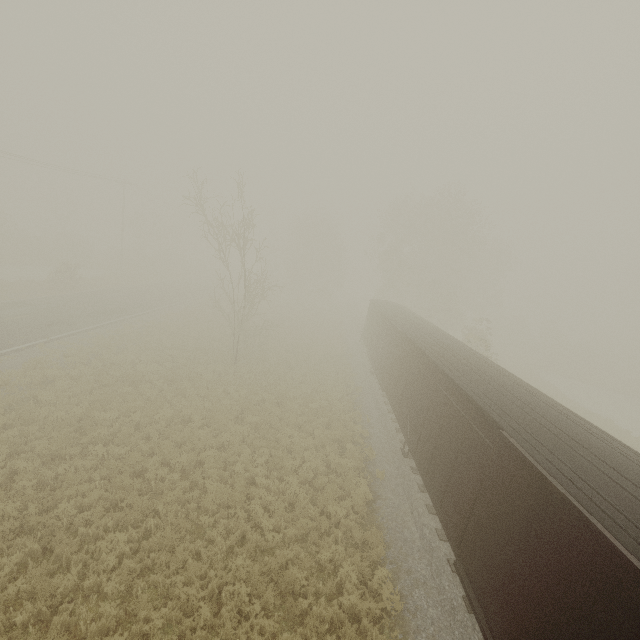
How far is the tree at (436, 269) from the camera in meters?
36.2

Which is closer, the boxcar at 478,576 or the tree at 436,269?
the boxcar at 478,576

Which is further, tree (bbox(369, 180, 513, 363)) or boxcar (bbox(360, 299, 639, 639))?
tree (bbox(369, 180, 513, 363))

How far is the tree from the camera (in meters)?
36.25

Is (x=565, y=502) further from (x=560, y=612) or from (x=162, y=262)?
(x=162, y=262)
